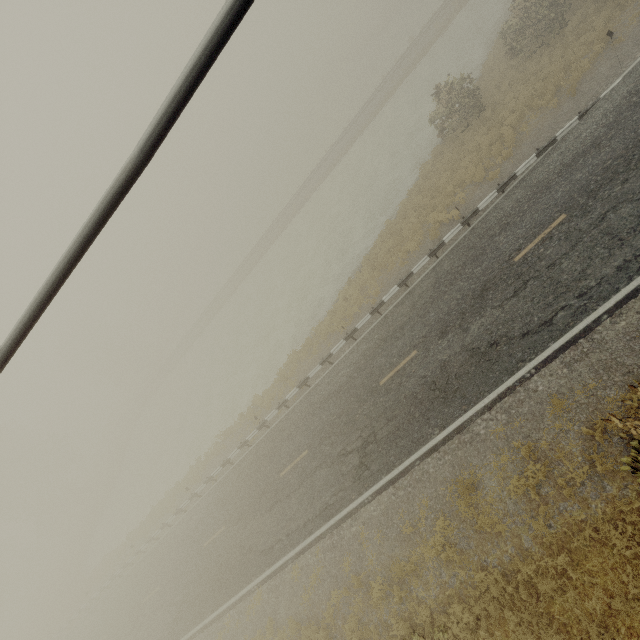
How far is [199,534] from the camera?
19.9m
